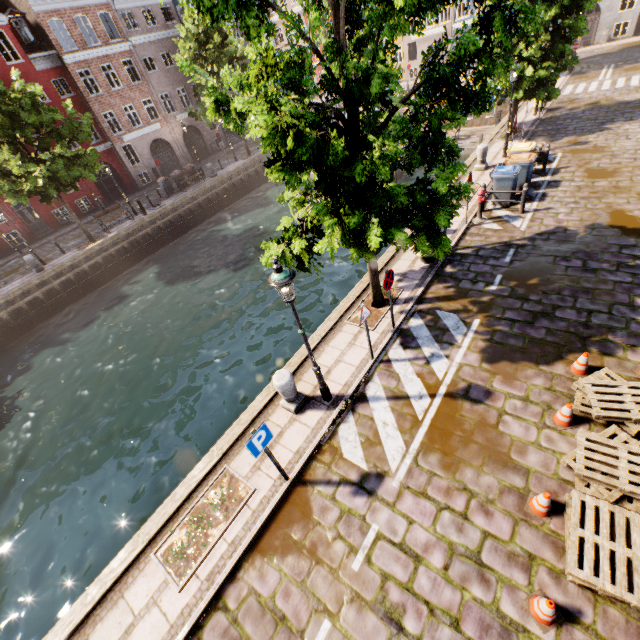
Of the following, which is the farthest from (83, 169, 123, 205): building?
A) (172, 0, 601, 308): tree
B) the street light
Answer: the street light

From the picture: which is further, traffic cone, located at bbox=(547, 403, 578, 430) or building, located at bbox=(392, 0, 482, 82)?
building, located at bbox=(392, 0, 482, 82)

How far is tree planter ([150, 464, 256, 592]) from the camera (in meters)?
5.86

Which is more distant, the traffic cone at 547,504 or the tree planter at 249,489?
the tree planter at 249,489

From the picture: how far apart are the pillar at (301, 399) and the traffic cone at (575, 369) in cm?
587

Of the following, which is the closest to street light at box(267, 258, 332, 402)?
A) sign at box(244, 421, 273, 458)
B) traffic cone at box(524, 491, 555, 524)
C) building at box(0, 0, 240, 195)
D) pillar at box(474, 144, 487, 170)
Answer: sign at box(244, 421, 273, 458)

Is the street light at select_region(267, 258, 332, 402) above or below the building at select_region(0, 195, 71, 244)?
above

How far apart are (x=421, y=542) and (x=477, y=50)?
8.5 meters
